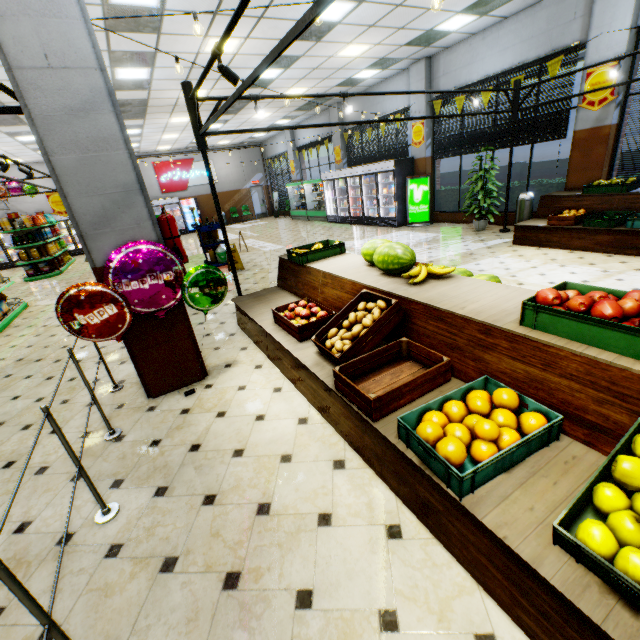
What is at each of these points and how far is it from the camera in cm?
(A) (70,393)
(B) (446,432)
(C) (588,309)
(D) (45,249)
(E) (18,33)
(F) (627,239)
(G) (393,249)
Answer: (A) building, 407
(B) orange, 182
(C) apples, 184
(D) chips cylinder, 1303
(E) building, 241
(F) wooden stand, 575
(G) watermelon, 330

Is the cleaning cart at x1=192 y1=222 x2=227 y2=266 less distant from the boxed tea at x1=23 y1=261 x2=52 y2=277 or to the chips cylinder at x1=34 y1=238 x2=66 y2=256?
the boxed tea at x1=23 y1=261 x2=52 y2=277

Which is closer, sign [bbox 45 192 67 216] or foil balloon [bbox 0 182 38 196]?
sign [bbox 45 192 67 216]

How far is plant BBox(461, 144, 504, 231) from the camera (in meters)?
8.59

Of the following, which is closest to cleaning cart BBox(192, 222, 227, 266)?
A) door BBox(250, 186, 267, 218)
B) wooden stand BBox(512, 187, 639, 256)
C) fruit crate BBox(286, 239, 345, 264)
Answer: fruit crate BBox(286, 239, 345, 264)

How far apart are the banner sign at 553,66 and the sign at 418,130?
3.7m

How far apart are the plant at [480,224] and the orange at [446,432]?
8.3 meters

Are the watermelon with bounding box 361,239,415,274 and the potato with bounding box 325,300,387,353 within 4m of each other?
yes
